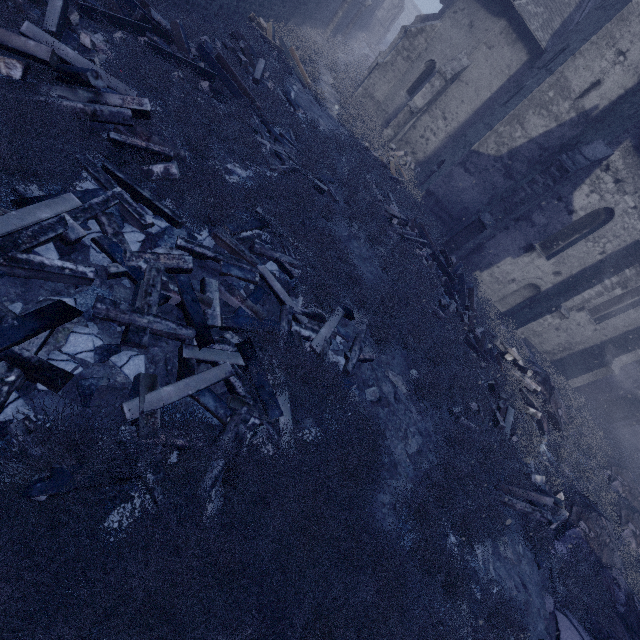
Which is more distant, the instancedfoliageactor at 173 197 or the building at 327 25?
the building at 327 25

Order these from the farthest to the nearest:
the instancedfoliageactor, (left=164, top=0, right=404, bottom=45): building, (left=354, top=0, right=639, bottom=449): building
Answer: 1. (left=354, top=0, right=639, bottom=449): building
2. (left=164, top=0, right=404, bottom=45): building
3. the instancedfoliageactor

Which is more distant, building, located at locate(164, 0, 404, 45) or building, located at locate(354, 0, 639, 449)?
building, located at locate(354, 0, 639, 449)

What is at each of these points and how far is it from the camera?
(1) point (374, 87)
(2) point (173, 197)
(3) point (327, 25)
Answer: (1) building, 18.12m
(2) instancedfoliageactor, 5.32m
(3) building, 22.44m

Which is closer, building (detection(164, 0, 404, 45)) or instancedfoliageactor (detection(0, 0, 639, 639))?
instancedfoliageactor (detection(0, 0, 639, 639))

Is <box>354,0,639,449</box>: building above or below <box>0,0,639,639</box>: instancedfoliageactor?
above

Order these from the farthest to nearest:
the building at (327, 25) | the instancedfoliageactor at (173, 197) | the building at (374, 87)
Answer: the building at (374, 87), the building at (327, 25), the instancedfoliageactor at (173, 197)
